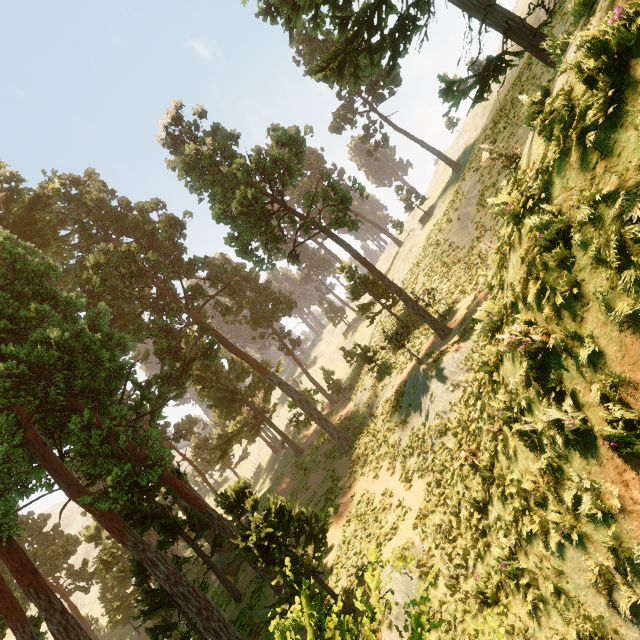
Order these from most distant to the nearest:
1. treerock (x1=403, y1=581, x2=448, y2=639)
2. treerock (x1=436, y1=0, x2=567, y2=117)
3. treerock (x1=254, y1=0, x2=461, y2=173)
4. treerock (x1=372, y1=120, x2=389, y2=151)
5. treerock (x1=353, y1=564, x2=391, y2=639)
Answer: treerock (x1=372, y1=120, x2=389, y2=151)
treerock (x1=254, y1=0, x2=461, y2=173)
treerock (x1=436, y1=0, x2=567, y2=117)
treerock (x1=403, y1=581, x2=448, y2=639)
treerock (x1=353, y1=564, x2=391, y2=639)

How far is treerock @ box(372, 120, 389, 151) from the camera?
44.70m

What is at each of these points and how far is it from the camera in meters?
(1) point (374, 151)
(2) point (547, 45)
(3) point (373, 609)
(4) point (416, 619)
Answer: (1) treerock, 47.4 m
(2) treerock, 12.1 m
(3) treerock, 4.2 m
(4) treerock, 5.3 m

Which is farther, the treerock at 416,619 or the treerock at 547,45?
the treerock at 547,45

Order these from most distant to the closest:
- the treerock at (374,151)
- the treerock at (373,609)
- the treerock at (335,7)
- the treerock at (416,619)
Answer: the treerock at (374,151) < the treerock at (335,7) < the treerock at (416,619) < the treerock at (373,609)

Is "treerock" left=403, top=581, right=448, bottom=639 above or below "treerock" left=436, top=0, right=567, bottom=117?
below

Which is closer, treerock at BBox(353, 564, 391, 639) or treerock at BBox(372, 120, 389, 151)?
treerock at BBox(353, 564, 391, 639)
